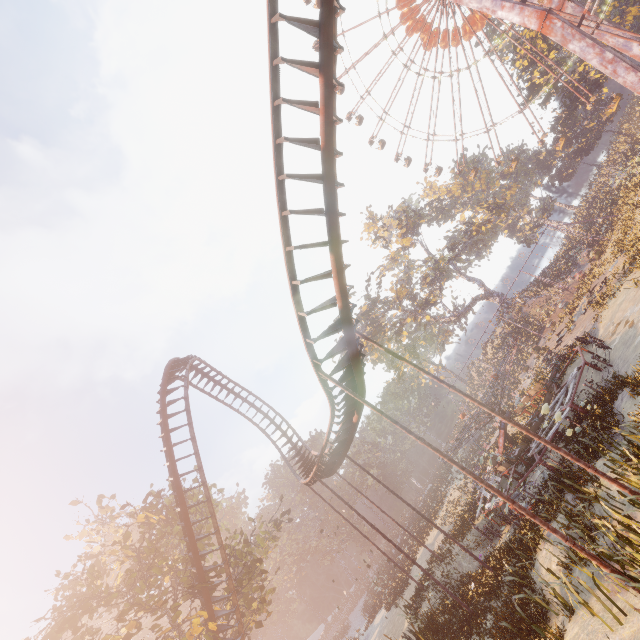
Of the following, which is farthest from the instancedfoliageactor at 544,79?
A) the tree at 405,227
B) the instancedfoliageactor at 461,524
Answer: the instancedfoliageactor at 461,524

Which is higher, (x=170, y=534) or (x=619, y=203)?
(x=170, y=534)

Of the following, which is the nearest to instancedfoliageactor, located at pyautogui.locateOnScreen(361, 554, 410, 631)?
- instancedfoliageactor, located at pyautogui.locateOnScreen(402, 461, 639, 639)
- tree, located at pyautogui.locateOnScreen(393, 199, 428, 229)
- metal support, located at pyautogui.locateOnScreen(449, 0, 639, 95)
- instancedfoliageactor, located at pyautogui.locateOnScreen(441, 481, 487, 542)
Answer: instancedfoliageactor, located at pyautogui.locateOnScreen(441, 481, 487, 542)

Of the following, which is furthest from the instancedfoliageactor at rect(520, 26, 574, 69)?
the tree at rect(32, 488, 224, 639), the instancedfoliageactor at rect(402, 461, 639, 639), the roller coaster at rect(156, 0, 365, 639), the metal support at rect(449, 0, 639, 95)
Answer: the tree at rect(32, 488, 224, 639)

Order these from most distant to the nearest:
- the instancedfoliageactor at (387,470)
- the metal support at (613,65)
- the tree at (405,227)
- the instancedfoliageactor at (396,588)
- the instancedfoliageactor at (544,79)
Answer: the instancedfoliageactor at (387,470)
the tree at (405,227)
the instancedfoliageactor at (544,79)
the metal support at (613,65)
the instancedfoliageactor at (396,588)

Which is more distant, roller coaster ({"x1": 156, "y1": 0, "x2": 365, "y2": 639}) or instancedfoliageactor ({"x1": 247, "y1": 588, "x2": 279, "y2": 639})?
instancedfoliageactor ({"x1": 247, "y1": 588, "x2": 279, "y2": 639})

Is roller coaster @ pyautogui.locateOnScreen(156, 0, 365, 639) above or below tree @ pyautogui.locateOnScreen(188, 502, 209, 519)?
below

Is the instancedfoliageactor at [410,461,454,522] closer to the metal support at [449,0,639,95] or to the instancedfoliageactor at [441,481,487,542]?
the instancedfoliageactor at [441,481,487,542]
